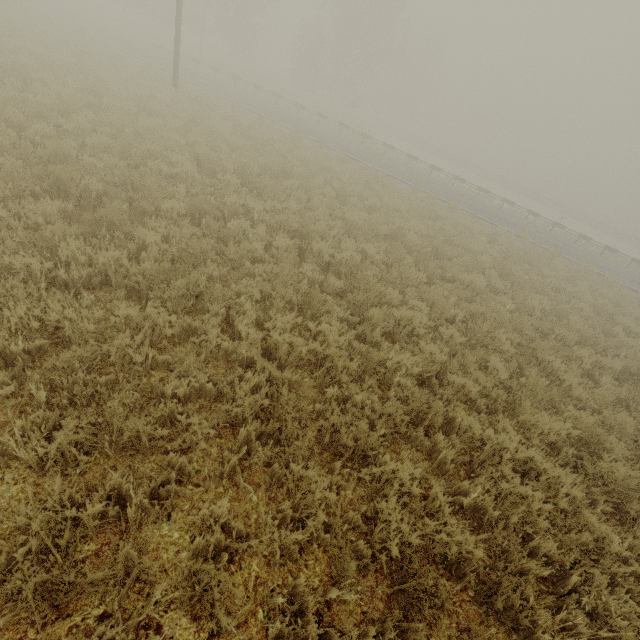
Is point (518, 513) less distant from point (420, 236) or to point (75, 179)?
point (75, 179)
